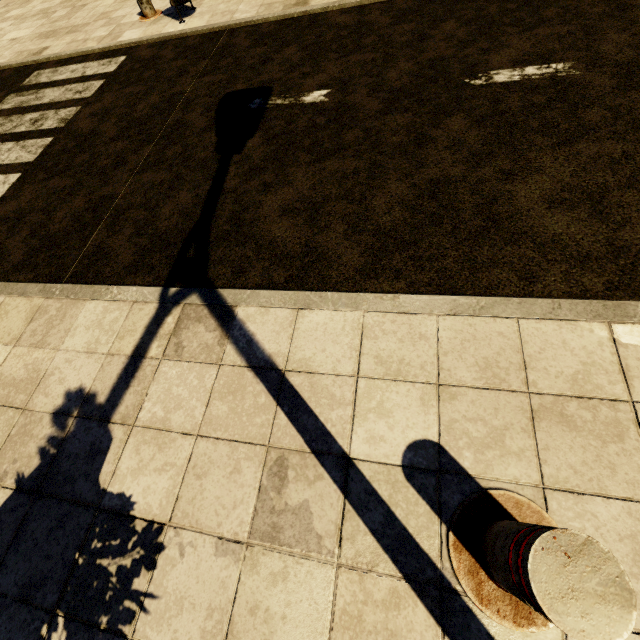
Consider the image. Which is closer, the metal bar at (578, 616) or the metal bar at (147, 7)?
the metal bar at (578, 616)

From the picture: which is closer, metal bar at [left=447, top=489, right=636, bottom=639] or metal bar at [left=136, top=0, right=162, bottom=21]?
metal bar at [left=447, top=489, right=636, bottom=639]

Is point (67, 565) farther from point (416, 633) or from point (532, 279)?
point (532, 279)
